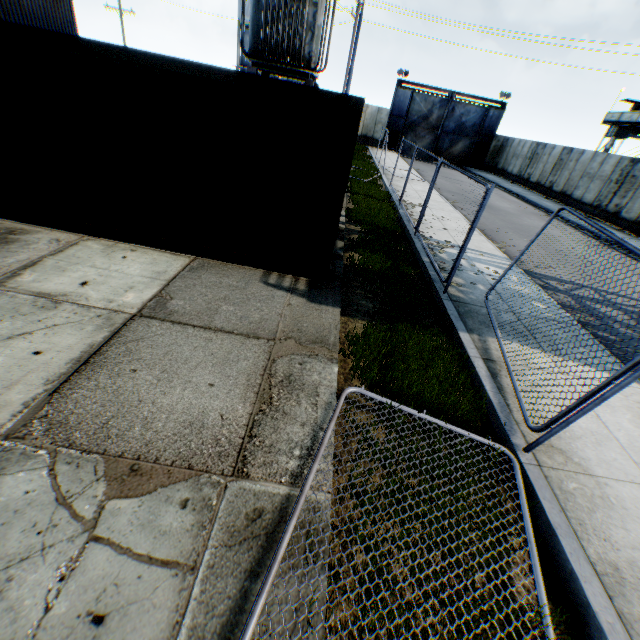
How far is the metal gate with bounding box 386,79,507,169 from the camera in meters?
31.8

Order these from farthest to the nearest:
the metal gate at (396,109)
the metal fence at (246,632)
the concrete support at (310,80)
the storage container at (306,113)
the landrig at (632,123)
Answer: the metal gate at (396,109) < the landrig at (632,123) < the concrete support at (310,80) < the storage container at (306,113) < the metal fence at (246,632)

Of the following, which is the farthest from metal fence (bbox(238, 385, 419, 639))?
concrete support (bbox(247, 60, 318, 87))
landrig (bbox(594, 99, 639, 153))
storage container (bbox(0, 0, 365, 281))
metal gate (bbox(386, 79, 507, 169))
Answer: metal gate (bbox(386, 79, 507, 169))

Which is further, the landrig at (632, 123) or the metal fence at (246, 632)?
the landrig at (632, 123)

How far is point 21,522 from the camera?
2.30m

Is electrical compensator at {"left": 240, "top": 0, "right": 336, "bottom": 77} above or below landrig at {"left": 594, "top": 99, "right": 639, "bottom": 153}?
below

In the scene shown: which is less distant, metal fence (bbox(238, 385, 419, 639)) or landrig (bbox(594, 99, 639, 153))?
metal fence (bbox(238, 385, 419, 639))

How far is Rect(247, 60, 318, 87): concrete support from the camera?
11.60m
